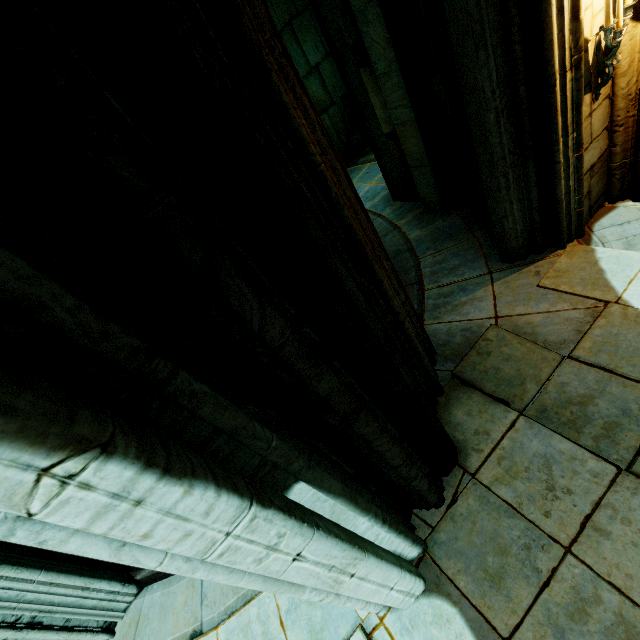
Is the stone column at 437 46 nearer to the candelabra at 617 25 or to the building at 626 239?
the building at 626 239

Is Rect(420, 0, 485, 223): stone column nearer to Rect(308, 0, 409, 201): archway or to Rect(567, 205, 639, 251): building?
Rect(567, 205, 639, 251): building

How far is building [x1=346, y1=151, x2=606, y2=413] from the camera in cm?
366

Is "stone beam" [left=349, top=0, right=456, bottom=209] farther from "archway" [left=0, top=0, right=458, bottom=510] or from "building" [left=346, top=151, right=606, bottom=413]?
"archway" [left=0, top=0, right=458, bottom=510]

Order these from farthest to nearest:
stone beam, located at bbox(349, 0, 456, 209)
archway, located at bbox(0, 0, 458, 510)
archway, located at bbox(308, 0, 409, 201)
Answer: archway, located at bbox(308, 0, 409, 201), stone beam, located at bbox(349, 0, 456, 209), archway, located at bbox(0, 0, 458, 510)

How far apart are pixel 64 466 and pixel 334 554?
1.5 meters

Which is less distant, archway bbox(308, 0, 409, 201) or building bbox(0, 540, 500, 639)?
building bbox(0, 540, 500, 639)

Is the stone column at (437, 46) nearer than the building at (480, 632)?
No
